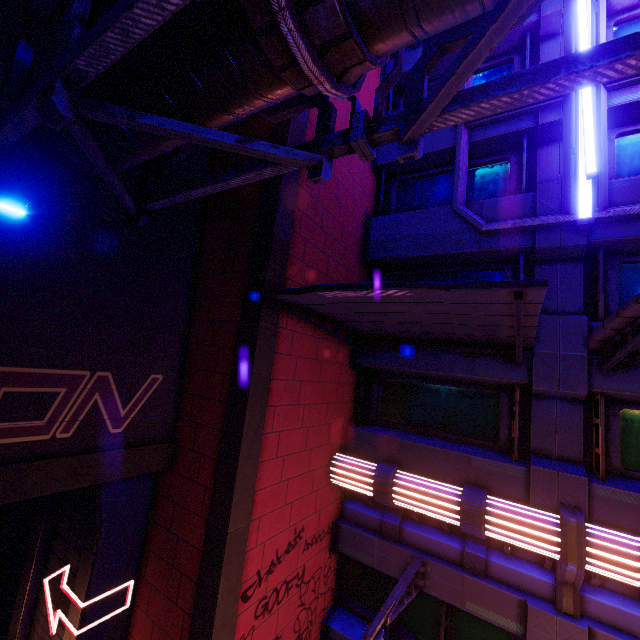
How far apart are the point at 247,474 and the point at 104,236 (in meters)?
4.74

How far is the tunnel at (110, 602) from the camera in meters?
5.4 m

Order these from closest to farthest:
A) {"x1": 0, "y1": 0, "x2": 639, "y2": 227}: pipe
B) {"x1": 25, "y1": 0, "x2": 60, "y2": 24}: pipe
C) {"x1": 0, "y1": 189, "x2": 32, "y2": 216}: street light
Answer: {"x1": 0, "y1": 0, "x2": 639, "y2": 227}: pipe, {"x1": 0, "y1": 189, "x2": 32, "y2": 216}: street light, {"x1": 25, "y1": 0, "x2": 60, "y2": 24}: pipe

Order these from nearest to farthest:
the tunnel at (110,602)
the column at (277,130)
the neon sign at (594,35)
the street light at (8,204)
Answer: the street light at (8,204)
the tunnel at (110,602)
the column at (277,130)
the neon sign at (594,35)

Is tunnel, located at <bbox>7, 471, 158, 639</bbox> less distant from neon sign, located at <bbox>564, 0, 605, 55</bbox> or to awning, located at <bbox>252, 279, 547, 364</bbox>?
awning, located at <bbox>252, 279, 547, 364</bbox>

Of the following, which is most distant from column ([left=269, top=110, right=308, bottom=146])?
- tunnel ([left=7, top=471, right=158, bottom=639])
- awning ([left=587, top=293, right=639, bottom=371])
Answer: awning ([left=587, top=293, right=639, bottom=371])

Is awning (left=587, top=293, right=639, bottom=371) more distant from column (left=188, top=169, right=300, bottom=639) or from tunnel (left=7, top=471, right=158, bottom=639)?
tunnel (left=7, top=471, right=158, bottom=639)

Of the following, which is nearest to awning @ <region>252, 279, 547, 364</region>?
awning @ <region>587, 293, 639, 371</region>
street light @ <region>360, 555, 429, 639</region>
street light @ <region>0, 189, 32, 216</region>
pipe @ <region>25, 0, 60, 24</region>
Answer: awning @ <region>587, 293, 639, 371</region>
